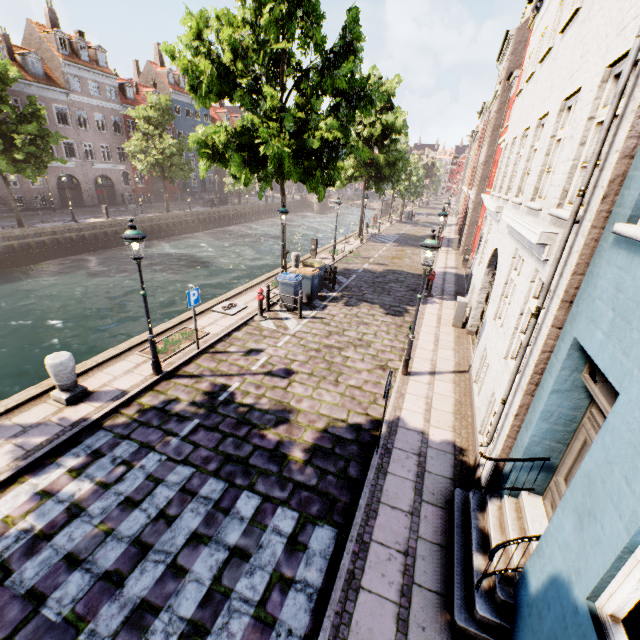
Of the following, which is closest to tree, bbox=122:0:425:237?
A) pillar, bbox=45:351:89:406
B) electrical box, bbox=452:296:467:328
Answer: pillar, bbox=45:351:89:406

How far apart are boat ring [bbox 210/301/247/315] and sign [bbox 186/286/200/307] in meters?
2.8 m

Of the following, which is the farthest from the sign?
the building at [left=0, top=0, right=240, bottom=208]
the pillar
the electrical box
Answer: the building at [left=0, top=0, right=240, bottom=208]

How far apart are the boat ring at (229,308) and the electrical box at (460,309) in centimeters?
797cm

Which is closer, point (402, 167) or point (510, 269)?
point (510, 269)

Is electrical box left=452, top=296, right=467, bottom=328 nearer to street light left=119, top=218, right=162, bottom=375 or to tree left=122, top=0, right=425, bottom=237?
tree left=122, top=0, right=425, bottom=237

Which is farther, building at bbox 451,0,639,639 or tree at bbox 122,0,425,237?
tree at bbox 122,0,425,237

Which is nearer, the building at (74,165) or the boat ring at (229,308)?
the boat ring at (229,308)
